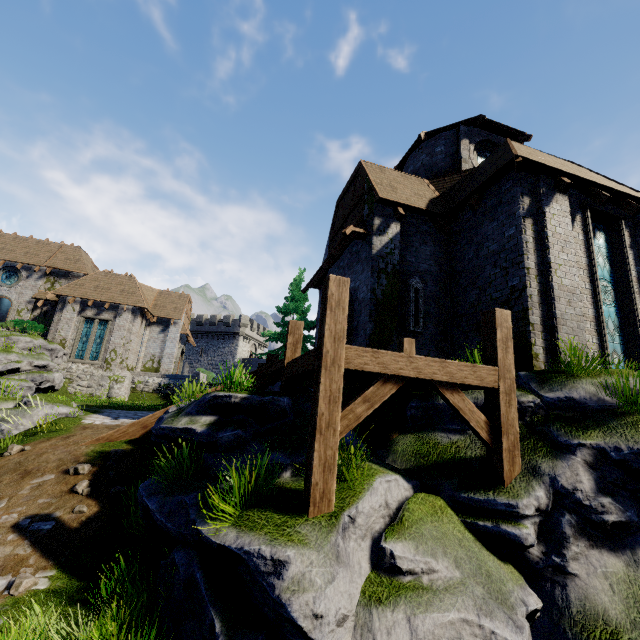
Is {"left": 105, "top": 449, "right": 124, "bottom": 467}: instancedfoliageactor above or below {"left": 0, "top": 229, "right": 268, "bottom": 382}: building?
below

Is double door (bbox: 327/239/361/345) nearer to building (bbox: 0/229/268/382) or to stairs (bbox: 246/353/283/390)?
stairs (bbox: 246/353/283/390)

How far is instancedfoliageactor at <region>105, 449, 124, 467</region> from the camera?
7.4 meters

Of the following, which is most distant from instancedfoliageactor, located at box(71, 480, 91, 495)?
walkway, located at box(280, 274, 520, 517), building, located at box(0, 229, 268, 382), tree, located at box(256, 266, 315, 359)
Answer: building, located at box(0, 229, 268, 382)

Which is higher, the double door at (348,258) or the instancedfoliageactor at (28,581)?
the double door at (348,258)

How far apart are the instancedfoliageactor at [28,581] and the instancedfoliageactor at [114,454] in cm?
258

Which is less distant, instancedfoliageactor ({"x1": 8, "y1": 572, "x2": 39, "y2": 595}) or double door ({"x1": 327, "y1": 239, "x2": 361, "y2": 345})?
instancedfoliageactor ({"x1": 8, "y1": 572, "x2": 39, "y2": 595})

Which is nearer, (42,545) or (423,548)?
(423,548)
